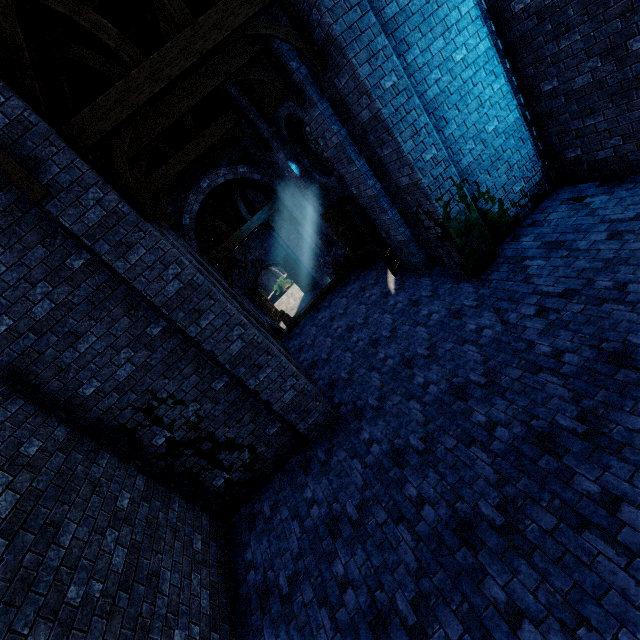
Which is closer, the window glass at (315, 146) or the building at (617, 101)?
the building at (617, 101)

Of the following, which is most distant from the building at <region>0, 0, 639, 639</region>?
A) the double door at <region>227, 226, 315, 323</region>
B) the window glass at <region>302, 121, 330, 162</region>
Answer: the window glass at <region>302, 121, 330, 162</region>

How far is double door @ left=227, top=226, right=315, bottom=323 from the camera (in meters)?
23.03

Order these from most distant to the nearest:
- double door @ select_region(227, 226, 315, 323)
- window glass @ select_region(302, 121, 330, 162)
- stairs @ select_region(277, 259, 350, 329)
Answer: double door @ select_region(227, 226, 315, 323), stairs @ select_region(277, 259, 350, 329), window glass @ select_region(302, 121, 330, 162)

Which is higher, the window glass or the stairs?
the window glass

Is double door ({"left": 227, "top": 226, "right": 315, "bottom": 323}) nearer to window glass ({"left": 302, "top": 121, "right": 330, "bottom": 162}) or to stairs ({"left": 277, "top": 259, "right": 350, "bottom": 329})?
stairs ({"left": 277, "top": 259, "right": 350, "bottom": 329})

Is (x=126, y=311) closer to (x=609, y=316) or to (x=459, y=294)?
(x=459, y=294)

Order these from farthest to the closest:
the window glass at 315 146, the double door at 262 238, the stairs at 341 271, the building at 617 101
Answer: the double door at 262 238 → the stairs at 341 271 → the window glass at 315 146 → the building at 617 101
